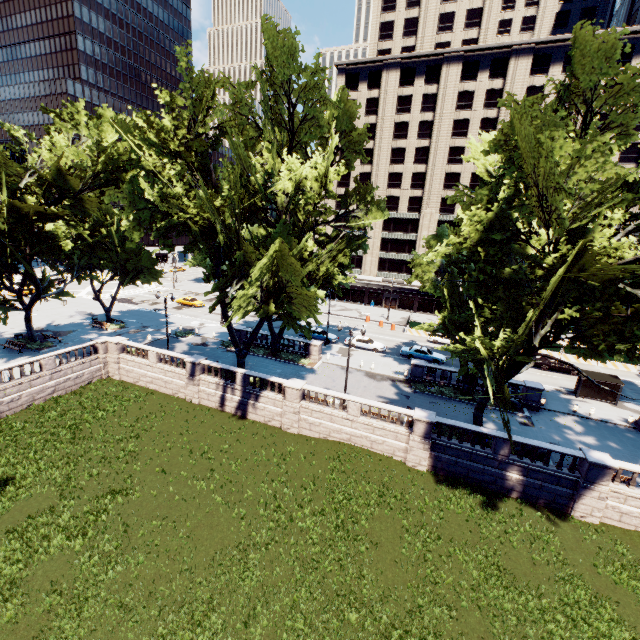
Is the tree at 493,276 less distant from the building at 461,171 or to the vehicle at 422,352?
the vehicle at 422,352

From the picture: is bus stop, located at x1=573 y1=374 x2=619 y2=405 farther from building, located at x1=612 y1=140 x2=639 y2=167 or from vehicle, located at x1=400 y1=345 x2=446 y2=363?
building, located at x1=612 y1=140 x2=639 y2=167

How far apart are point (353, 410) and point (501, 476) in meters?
10.5 m

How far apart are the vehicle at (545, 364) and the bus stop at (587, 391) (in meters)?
5.43

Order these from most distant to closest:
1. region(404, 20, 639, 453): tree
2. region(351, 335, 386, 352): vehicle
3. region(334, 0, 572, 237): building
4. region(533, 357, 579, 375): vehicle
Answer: region(334, 0, 572, 237): building
region(351, 335, 386, 352): vehicle
region(533, 357, 579, 375): vehicle
region(404, 20, 639, 453): tree

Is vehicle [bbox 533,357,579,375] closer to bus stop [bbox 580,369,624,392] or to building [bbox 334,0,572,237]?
bus stop [bbox 580,369,624,392]

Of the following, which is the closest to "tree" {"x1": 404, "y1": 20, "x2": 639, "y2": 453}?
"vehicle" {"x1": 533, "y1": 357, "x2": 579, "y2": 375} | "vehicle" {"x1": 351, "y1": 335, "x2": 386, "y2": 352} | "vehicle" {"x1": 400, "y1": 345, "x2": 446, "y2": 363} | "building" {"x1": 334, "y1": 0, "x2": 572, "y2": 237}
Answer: "vehicle" {"x1": 400, "y1": 345, "x2": 446, "y2": 363}

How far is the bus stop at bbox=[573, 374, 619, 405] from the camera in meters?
30.5
